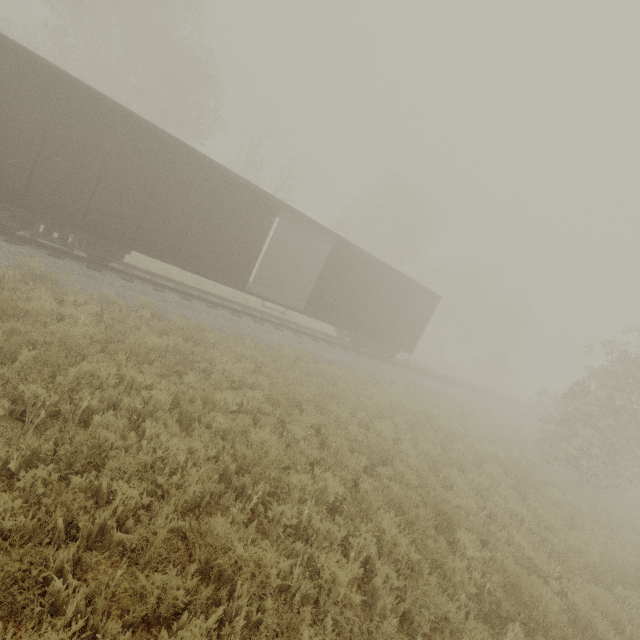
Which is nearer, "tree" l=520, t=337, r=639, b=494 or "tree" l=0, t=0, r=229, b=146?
"tree" l=520, t=337, r=639, b=494

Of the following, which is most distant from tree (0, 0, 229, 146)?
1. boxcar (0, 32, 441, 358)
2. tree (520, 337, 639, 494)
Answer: boxcar (0, 32, 441, 358)

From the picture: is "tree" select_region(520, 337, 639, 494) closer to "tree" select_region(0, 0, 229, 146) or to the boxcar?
"tree" select_region(0, 0, 229, 146)

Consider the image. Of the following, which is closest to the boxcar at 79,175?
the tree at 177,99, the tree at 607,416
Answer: the tree at 607,416

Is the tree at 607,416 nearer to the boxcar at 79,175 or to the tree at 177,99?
the tree at 177,99

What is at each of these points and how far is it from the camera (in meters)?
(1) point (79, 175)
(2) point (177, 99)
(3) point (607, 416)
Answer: (1) boxcar, 8.91
(2) tree, 21.38
(3) tree, 12.77
